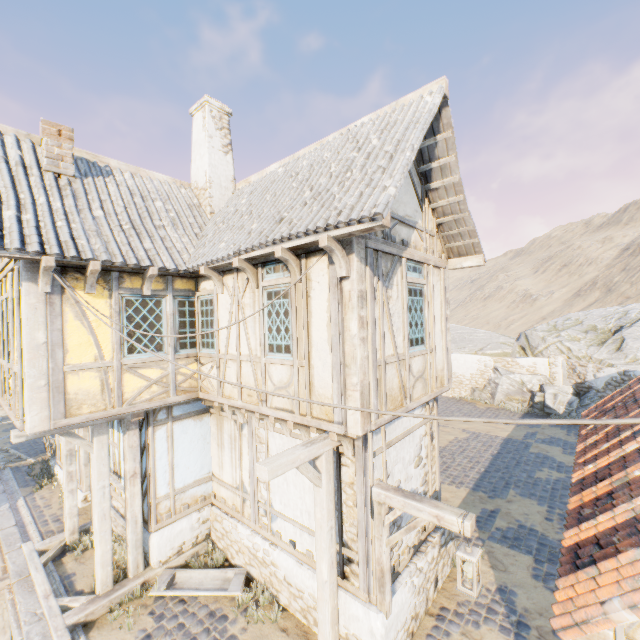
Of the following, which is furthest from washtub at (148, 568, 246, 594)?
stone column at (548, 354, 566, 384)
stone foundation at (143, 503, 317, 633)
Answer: stone column at (548, 354, 566, 384)

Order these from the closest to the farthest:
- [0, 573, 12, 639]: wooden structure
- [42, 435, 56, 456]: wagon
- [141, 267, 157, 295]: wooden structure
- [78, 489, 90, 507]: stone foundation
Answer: [141, 267, 157, 295]: wooden structure < [0, 573, 12, 639]: wooden structure < [78, 489, 90, 507]: stone foundation < [42, 435, 56, 456]: wagon

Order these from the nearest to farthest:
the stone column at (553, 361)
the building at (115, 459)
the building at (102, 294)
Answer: the building at (102, 294) → the building at (115, 459) → the stone column at (553, 361)

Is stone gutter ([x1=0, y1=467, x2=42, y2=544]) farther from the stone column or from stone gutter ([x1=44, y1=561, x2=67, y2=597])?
the stone column

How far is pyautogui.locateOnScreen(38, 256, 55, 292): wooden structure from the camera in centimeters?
525cm

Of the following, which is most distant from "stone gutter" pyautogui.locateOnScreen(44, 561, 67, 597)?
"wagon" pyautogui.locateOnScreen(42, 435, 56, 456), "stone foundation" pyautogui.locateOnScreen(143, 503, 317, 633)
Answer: "wagon" pyautogui.locateOnScreen(42, 435, 56, 456)

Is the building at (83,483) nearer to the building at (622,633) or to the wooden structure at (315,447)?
the wooden structure at (315,447)

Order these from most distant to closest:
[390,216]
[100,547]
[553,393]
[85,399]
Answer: [553,393] → [100,547] → [85,399] → [390,216]
